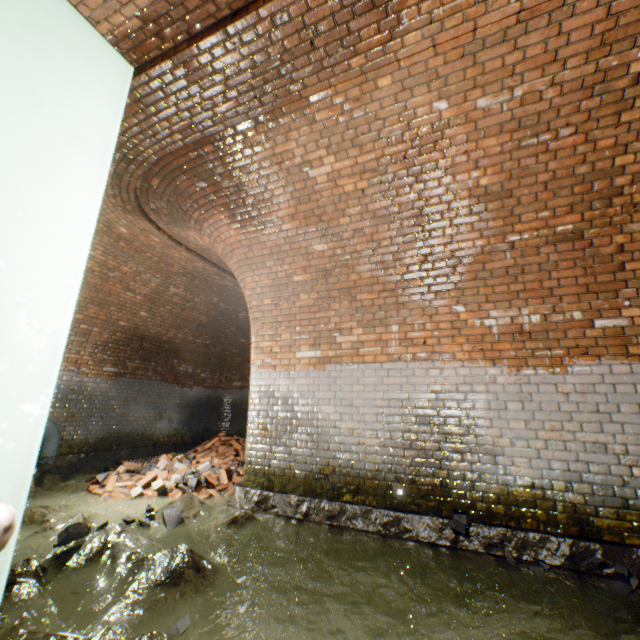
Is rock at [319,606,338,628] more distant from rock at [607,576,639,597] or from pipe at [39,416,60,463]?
pipe at [39,416,60,463]

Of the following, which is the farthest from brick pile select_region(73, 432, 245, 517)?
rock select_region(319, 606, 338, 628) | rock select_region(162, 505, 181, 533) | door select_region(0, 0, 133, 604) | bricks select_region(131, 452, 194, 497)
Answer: rock select_region(319, 606, 338, 628)

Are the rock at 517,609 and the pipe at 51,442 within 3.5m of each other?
no

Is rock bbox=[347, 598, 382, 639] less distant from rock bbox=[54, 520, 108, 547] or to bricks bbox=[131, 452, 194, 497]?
rock bbox=[54, 520, 108, 547]

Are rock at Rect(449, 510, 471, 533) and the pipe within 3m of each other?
no

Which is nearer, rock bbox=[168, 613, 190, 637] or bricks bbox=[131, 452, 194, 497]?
rock bbox=[168, 613, 190, 637]

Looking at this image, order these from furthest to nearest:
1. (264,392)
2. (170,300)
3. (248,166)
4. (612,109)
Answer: (170,300) < (264,392) < (248,166) < (612,109)

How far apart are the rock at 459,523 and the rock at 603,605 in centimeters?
93cm
